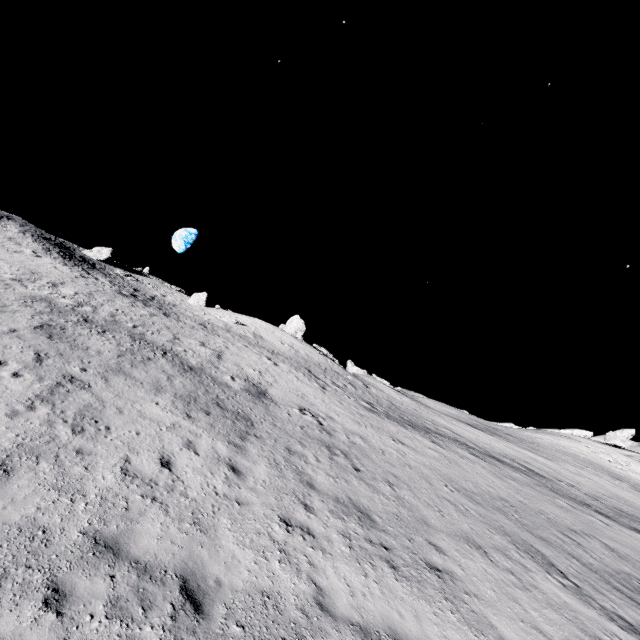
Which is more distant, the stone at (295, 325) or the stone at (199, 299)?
the stone at (199, 299)

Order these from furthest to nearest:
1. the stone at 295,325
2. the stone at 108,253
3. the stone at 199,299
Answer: the stone at 199,299
the stone at 108,253
the stone at 295,325

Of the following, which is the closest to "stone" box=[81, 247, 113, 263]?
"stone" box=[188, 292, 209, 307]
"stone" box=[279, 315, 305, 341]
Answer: "stone" box=[188, 292, 209, 307]

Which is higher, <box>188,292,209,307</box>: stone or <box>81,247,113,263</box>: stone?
<box>81,247,113,263</box>: stone

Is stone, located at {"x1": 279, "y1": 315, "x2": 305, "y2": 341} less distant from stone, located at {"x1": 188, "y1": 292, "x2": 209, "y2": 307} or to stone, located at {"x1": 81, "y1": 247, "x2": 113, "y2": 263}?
stone, located at {"x1": 188, "y1": 292, "x2": 209, "y2": 307}

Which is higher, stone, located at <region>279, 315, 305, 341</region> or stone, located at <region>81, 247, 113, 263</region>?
stone, located at <region>81, 247, 113, 263</region>

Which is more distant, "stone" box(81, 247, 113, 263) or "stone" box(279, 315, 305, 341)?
"stone" box(81, 247, 113, 263)

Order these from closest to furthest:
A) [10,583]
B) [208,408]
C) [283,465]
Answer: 1. [10,583]
2. [283,465]
3. [208,408]
